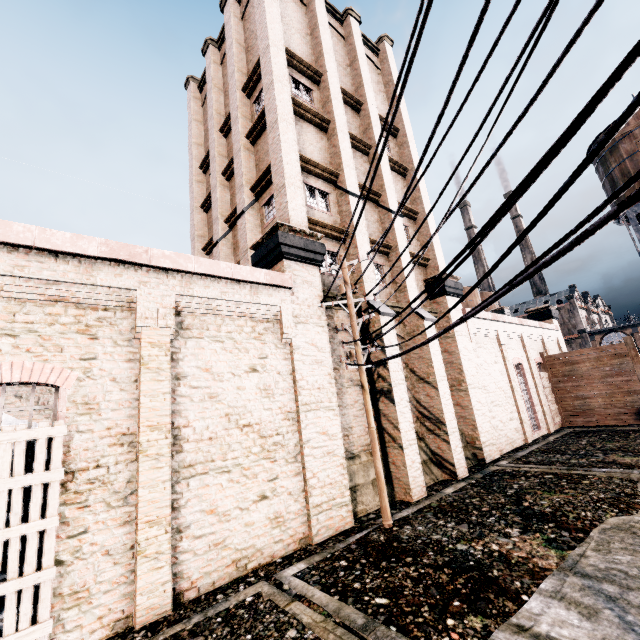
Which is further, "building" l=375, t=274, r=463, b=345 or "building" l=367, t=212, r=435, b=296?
"building" l=367, t=212, r=435, b=296

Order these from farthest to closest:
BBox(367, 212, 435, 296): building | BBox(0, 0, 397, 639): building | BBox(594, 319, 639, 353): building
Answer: BBox(594, 319, 639, 353): building
BBox(367, 212, 435, 296): building
BBox(0, 0, 397, 639): building

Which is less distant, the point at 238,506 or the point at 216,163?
the point at 238,506

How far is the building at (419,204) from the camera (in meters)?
14.43

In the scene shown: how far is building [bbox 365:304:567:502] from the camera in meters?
12.5

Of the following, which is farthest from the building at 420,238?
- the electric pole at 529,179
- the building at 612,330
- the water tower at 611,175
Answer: the building at 612,330

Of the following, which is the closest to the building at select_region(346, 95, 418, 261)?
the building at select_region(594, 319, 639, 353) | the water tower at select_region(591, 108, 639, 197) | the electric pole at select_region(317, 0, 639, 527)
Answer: the electric pole at select_region(317, 0, 639, 527)

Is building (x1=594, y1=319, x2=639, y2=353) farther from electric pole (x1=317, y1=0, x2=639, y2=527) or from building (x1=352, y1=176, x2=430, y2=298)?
electric pole (x1=317, y1=0, x2=639, y2=527)
